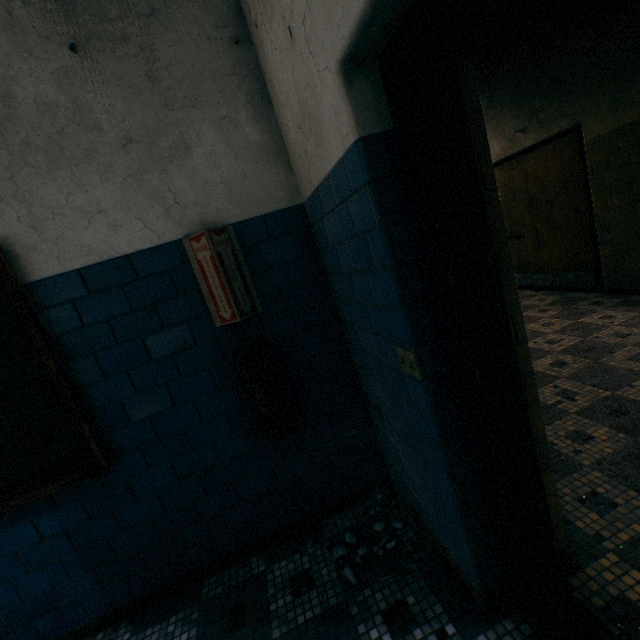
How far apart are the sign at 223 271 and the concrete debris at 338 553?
1.47m

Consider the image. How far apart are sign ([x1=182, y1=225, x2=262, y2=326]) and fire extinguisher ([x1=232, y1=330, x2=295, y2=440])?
0.11m

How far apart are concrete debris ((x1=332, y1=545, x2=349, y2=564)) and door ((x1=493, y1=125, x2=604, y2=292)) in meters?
4.5 m

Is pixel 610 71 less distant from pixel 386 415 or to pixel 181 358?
pixel 386 415

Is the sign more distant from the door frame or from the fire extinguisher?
the door frame

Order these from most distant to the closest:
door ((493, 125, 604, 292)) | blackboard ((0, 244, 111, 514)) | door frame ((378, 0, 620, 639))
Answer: door ((493, 125, 604, 292)), blackboard ((0, 244, 111, 514)), door frame ((378, 0, 620, 639))

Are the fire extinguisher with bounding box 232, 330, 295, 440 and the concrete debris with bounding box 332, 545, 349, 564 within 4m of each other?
yes

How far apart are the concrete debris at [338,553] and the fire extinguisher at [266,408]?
0.8m
